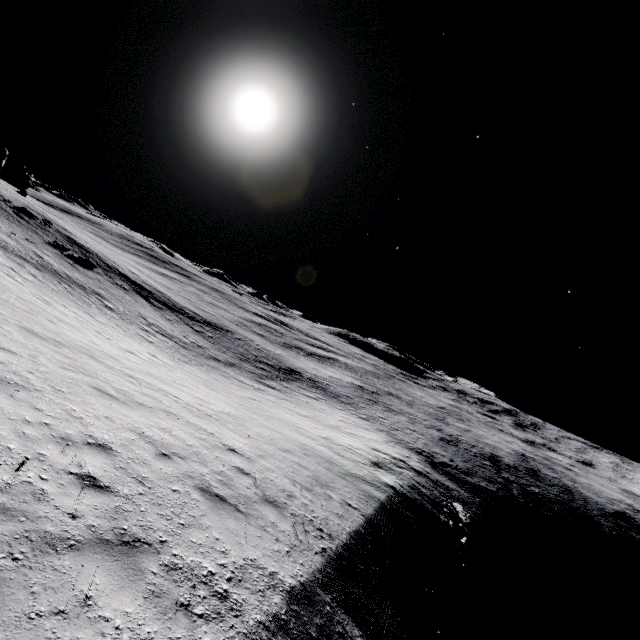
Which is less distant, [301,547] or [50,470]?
[50,470]
